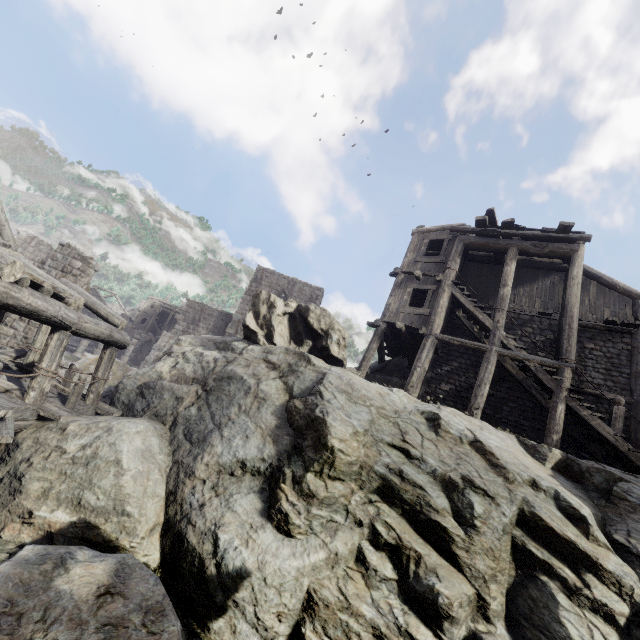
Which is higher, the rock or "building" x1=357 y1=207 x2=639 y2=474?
"building" x1=357 y1=207 x2=639 y2=474

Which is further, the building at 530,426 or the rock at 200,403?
the building at 530,426

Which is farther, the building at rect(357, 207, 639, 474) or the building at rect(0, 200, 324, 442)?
the building at rect(357, 207, 639, 474)

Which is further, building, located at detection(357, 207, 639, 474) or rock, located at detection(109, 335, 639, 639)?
building, located at detection(357, 207, 639, 474)

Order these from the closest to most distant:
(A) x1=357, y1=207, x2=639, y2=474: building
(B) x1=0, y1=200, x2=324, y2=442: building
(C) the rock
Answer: (C) the rock, (B) x1=0, y1=200, x2=324, y2=442: building, (A) x1=357, y1=207, x2=639, y2=474: building

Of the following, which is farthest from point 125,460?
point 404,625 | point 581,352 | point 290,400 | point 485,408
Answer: point 581,352
